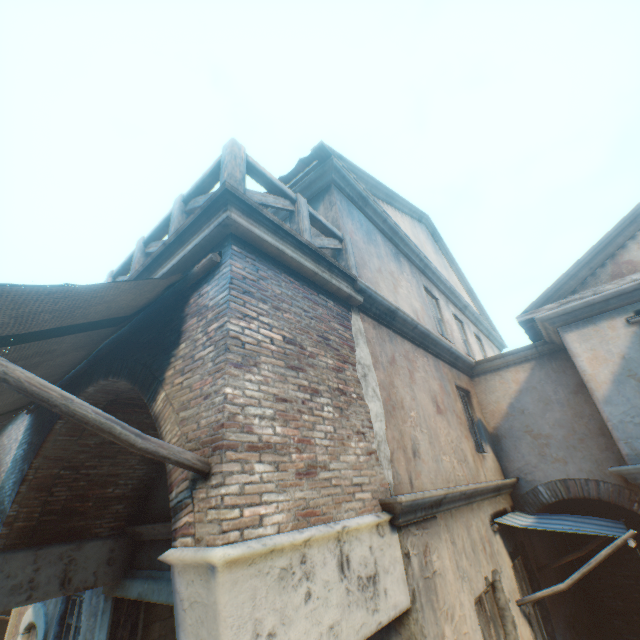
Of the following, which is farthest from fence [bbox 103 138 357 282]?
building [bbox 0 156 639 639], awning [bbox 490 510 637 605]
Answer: awning [bbox 490 510 637 605]

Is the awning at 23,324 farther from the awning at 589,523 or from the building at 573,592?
the awning at 589,523

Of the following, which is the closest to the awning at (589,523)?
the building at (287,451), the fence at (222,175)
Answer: the building at (287,451)

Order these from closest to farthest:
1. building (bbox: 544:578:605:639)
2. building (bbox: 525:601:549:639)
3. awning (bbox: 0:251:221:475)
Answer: awning (bbox: 0:251:221:475), building (bbox: 525:601:549:639), building (bbox: 544:578:605:639)

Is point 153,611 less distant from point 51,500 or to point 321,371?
point 51,500

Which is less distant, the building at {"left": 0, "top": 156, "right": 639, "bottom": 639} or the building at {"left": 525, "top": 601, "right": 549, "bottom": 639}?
the building at {"left": 0, "top": 156, "right": 639, "bottom": 639}

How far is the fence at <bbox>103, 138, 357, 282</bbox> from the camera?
3.31m
